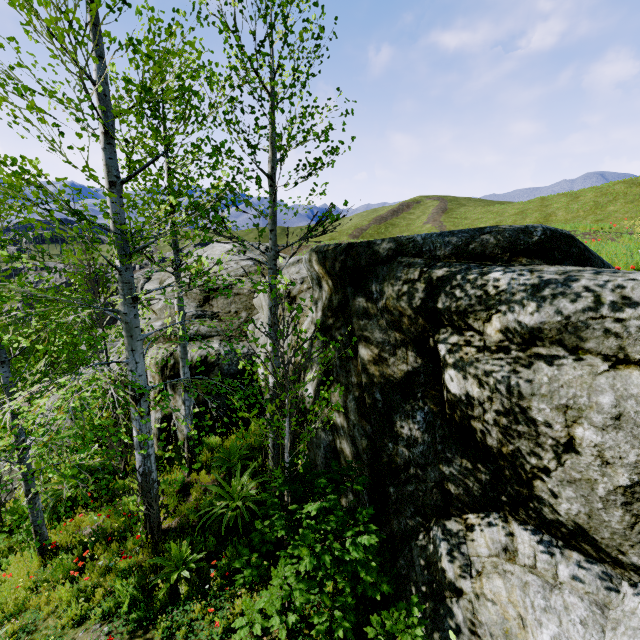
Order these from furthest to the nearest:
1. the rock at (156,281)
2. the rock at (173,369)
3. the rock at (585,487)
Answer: the rock at (156,281) → the rock at (173,369) → the rock at (585,487)

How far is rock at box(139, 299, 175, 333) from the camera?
10.5 meters

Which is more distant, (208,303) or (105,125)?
(208,303)

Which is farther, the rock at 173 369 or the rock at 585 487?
the rock at 173 369

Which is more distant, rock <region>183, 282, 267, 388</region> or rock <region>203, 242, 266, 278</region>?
rock <region>203, 242, 266, 278</region>

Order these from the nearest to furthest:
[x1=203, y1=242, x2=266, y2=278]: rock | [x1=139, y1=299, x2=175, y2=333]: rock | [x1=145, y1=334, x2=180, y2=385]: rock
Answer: [x1=145, y1=334, x2=180, y2=385]: rock, [x1=139, y1=299, x2=175, y2=333]: rock, [x1=203, y1=242, x2=266, y2=278]: rock
